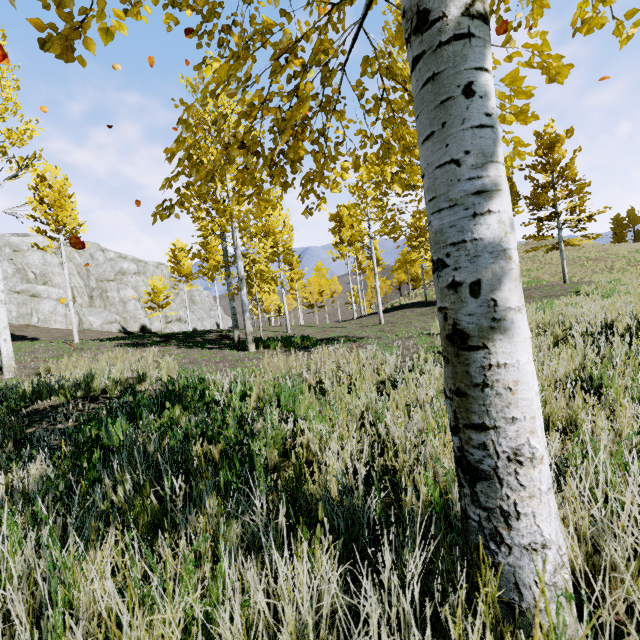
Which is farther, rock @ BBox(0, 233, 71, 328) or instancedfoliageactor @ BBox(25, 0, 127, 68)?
rock @ BBox(0, 233, 71, 328)

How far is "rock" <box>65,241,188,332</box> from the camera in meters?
30.7 m

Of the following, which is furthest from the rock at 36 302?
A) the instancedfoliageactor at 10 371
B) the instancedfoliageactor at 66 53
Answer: the instancedfoliageactor at 10 371

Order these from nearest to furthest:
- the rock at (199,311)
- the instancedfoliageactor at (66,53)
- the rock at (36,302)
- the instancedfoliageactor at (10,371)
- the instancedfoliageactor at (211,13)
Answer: the instancedfoliageactor at (66,53) < the instancedfoliageactor at (211,13) < the instancedfoliageactor at (10,371) < the rock at (36,302) < the rock at (199,311)

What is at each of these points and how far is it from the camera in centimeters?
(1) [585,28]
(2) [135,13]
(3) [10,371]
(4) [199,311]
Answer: (1) instancedfoliageactor, 144cm
(2) instancedfoliageactor, 205cm
(3) instancedfoliageactor, 872cm
(4) rock, 5216cm

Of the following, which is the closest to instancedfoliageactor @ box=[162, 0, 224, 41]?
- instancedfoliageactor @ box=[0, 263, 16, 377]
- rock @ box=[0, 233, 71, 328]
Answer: rock @ box=[0, 233, 71, 328]

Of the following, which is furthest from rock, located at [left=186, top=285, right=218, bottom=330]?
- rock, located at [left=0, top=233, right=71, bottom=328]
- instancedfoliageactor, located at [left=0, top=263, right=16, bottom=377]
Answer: instancedfoliageactor, located at [left=0, top=263, right=16, bottom=377]

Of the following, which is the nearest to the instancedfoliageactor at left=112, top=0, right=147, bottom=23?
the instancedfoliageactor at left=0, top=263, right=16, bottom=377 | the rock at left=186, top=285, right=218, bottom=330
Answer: the instancedfoliageactor at left=0, top=263, right=16, bottom=377
